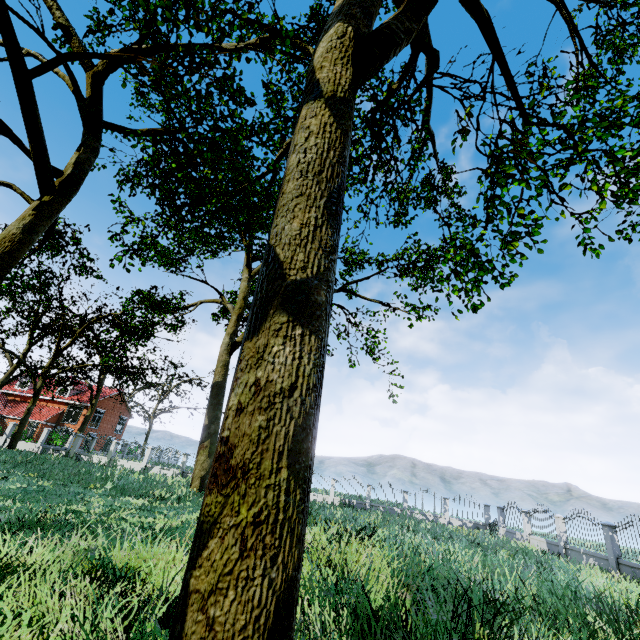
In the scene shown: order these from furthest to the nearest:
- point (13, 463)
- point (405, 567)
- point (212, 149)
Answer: point (13, 463)
point (212, 149)
point (405, 567)

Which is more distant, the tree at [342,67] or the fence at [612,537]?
the fence at [612,537]

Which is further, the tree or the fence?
the fence
